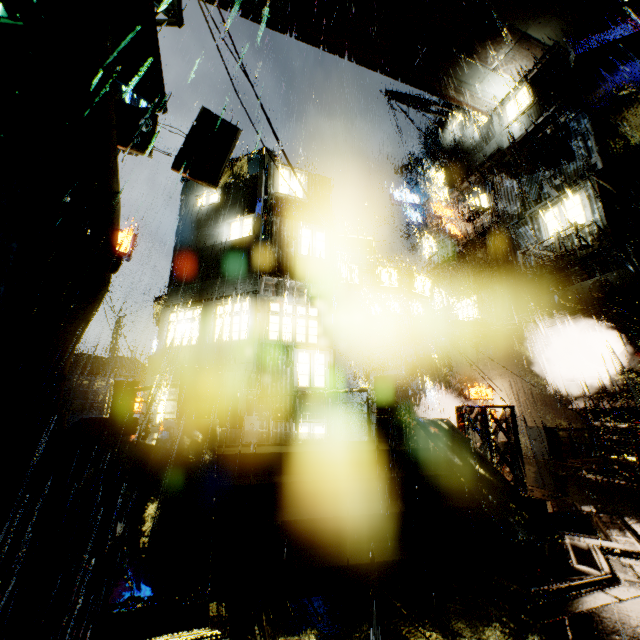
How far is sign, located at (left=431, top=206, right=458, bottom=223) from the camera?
23.3 meters

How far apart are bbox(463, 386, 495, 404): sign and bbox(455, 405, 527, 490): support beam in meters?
10.4 m

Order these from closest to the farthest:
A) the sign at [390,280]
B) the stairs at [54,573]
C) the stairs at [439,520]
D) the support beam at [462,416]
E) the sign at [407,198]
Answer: the stairs at [439,520], the support beam at [462,416], the sign at [390,280], the stairs at [54,573], the sign at [407,198]

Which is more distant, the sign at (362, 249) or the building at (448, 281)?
the sign at (362, 249)

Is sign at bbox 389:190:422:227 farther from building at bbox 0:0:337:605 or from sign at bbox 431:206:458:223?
sign at bbox 431:206:458:223

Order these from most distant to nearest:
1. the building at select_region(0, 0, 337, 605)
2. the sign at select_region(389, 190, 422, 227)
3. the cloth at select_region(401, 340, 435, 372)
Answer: the sign at select_region(389, 190, 422, 227), the cloth at select_region(401, 340, 435, 372), the building at select_region(0, 0, 337, 605)

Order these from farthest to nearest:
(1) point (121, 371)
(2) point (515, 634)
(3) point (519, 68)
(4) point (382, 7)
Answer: (1) point (121, 371)
(3) point (519, 68)
(4) point (382, 7)
(2) point (515, 634)

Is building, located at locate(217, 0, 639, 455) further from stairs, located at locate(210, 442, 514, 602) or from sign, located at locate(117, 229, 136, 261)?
stairs, located at locate(210, 442, 514, 602)
